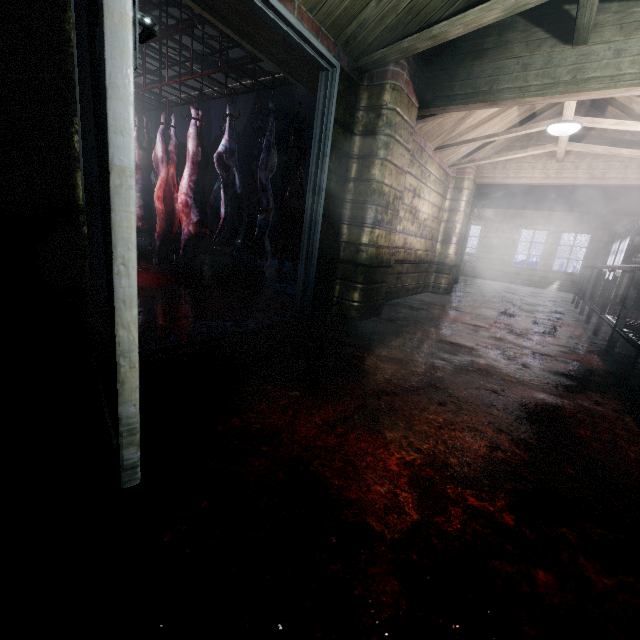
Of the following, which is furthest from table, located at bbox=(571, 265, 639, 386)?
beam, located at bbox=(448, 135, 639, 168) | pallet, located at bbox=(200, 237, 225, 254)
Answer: pallet, located at bbox=(200, 237, 225, 254)

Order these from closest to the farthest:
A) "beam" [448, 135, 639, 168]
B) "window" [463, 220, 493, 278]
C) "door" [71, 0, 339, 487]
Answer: "door" [71, 0, 339, 487] → "beam" [448, 135, 639, 168] → "window" [463, 220, 493, 278]

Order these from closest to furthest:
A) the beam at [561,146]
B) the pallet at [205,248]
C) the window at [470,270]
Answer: the beam at [561,146] → the pallet at [205,248] → the window at [470,270]

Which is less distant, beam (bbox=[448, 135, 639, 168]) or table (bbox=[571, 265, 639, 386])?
table (bbox=[571, 265, 639, 386])

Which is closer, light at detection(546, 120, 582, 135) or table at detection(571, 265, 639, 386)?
table at detection(571, 265, 639, 386)

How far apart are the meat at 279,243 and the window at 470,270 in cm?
985

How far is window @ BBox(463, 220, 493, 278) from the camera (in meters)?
11.26

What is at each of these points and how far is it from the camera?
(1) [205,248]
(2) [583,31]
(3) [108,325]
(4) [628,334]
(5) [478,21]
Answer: (1) pallet, 7.6 meters
(2) beam, 2.2 meters
(3) door, 0.9 meters
(4) table, 2.7 meters
(5) beam, 2.1 meters
